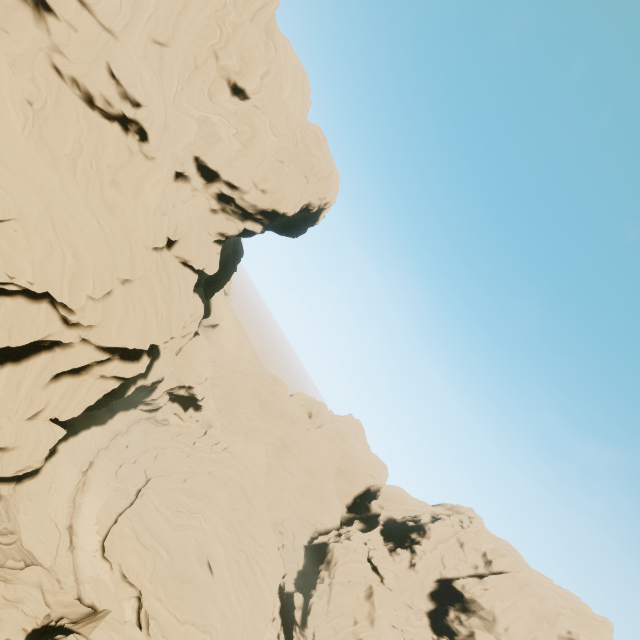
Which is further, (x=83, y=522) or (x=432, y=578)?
(x=432, y=578)

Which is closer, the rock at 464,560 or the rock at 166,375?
the rock at 166,375

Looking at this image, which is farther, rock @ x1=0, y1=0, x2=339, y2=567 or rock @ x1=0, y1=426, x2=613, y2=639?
rock @ x1=0, y1=426, x2=613, y2=639
